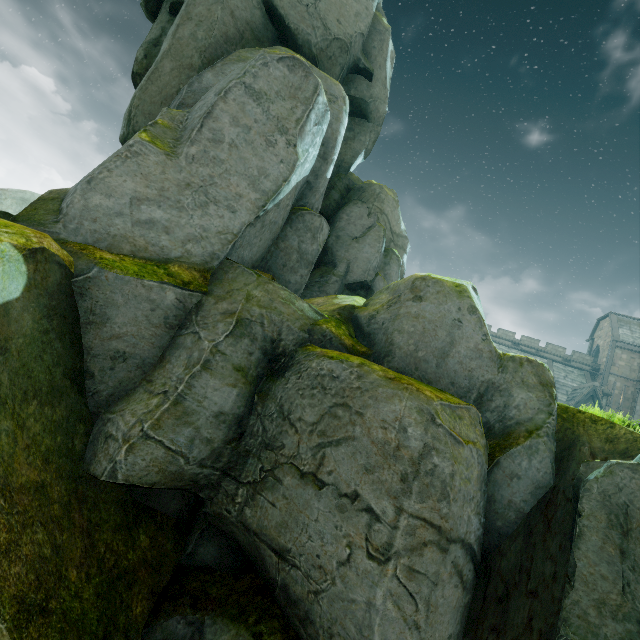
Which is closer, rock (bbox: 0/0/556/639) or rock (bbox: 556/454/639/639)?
rock (bbox: 556/454/639/639)

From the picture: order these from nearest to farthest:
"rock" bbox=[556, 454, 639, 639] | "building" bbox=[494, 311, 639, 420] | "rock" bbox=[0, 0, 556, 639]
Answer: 1. "rock" bbox=[556, 454, 639, 639]
2. "rock" bbox=[0, 0, 556, 639]
3. "building" bbox=[494, 311, 639, 420]

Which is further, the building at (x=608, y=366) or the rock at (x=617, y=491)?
the building at (x=608, y=366)

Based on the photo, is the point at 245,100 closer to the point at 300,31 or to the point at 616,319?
the point at 300,31

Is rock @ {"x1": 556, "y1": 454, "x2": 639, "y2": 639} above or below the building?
below

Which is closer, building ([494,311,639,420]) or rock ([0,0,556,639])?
rock ([0,0,556,639])

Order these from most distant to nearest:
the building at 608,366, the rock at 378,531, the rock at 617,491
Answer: the building at 608,366, the rock at 378,531, the rock at 617,491
